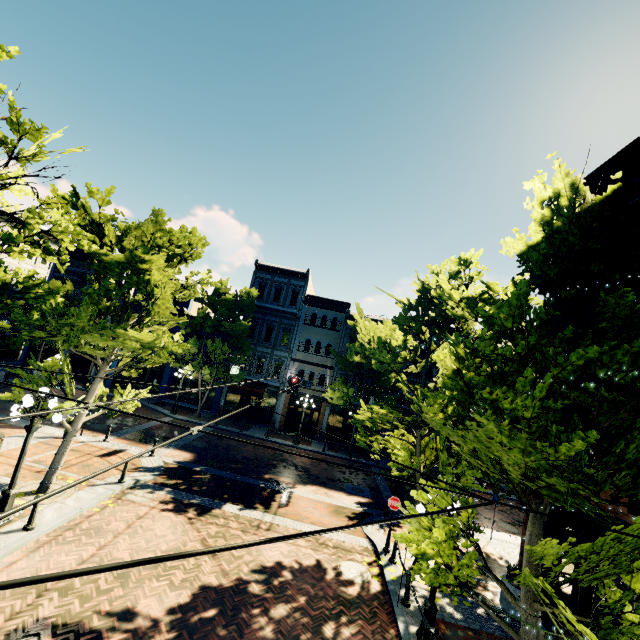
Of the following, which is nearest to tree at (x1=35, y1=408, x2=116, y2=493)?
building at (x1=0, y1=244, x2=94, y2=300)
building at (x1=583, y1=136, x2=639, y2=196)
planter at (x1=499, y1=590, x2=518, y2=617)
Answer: building at (x1=0, y1=244, x2=94, y2=300)

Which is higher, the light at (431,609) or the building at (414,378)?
the building at (414,378)

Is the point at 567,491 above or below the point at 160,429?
above

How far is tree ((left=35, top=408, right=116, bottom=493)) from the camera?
10.4 meters

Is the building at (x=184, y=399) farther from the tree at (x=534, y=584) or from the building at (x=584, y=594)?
the building at (x=584, y=594)

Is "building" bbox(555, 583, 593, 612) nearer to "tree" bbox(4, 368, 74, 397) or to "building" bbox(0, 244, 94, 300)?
"tree" bbox(4, 368, 74, 397)

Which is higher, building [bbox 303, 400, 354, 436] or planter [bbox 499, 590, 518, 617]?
building [bbox 303, 400, 354, 436]

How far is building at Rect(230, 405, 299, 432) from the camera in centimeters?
2803cm
